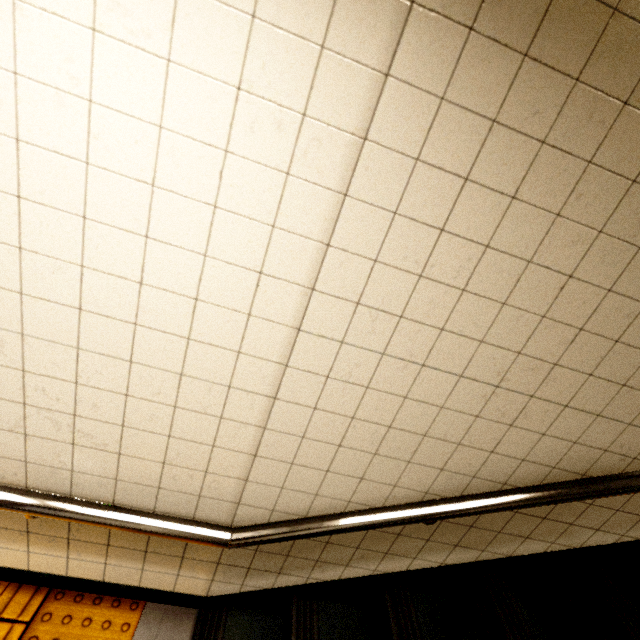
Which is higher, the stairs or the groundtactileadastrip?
the stairs

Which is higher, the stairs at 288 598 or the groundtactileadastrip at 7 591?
the stairs at 288 598

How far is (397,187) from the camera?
0.88m

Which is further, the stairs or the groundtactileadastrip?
the groundtactileadastrip

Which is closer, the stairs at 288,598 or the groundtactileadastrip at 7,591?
the stairs at 288,598
